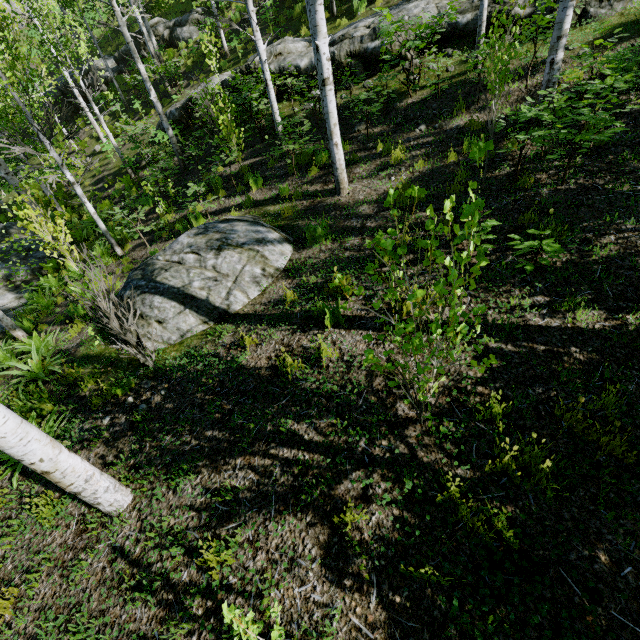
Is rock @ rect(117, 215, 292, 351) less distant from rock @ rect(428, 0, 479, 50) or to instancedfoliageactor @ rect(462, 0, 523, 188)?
instancedfoliageactor @ rect(462, 0, 523, 188)

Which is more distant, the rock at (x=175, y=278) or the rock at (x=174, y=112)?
the rock at (x=174, y=112)

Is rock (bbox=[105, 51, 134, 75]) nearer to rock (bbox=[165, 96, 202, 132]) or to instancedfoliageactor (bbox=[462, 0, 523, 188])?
instancedfoliageactor (bbox=[462, 0, 523, 188])

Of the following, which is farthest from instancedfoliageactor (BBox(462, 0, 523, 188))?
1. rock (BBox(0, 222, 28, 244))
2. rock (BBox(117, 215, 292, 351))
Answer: rock (BBox(117, 215, 292, 351))

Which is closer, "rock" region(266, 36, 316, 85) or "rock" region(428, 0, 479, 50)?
"rock" region(428, 0, 479, 50)

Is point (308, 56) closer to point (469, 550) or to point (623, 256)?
point (623, 256)

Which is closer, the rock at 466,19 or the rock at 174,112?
the rock at 466,19
